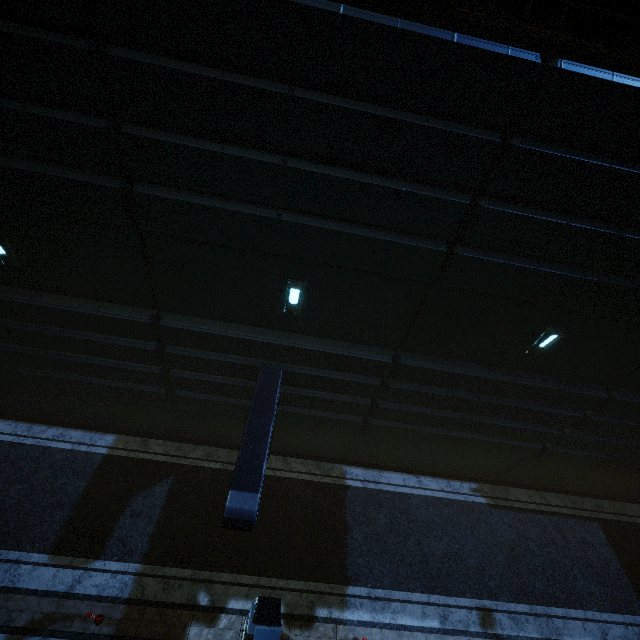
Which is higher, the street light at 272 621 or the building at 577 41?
the building at 577 41

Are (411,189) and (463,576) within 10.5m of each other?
no

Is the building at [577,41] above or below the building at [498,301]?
above

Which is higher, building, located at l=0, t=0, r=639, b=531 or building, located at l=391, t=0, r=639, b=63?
building, located at l=391, t=0, r=639, b=63

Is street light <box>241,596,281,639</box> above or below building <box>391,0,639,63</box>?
below
